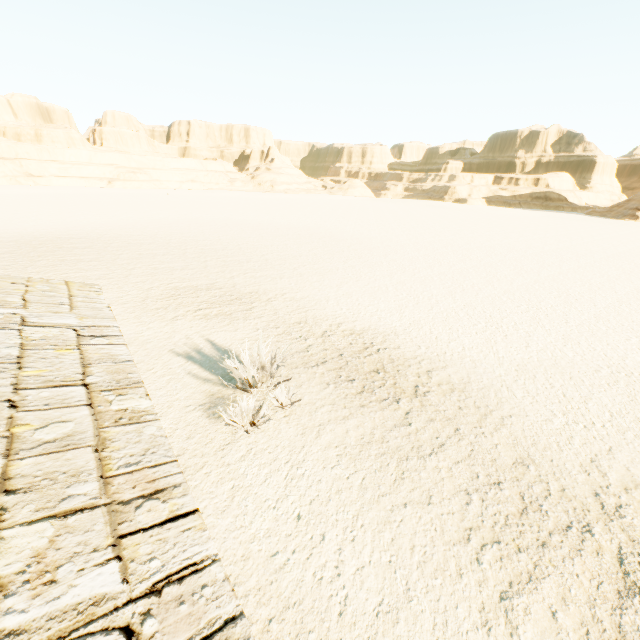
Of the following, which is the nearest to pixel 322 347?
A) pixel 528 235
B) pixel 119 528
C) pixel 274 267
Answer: pixel 119 528
